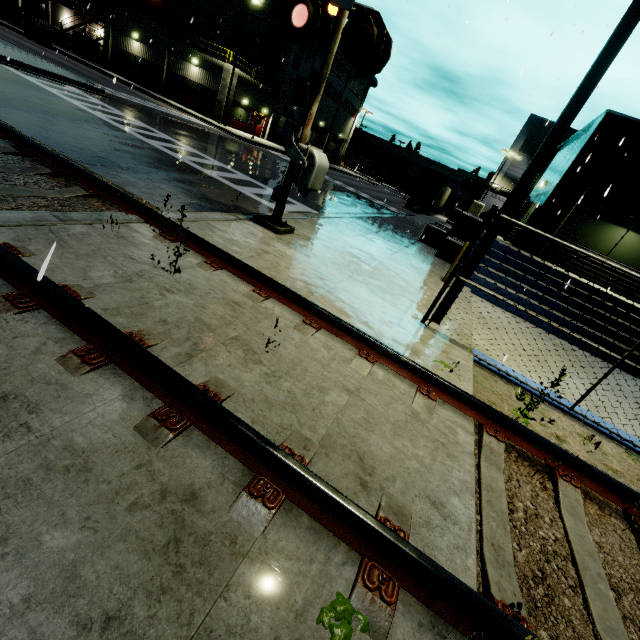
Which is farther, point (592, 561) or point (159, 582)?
point (592, 561)

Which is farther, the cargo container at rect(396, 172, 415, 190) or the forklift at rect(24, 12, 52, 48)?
the cargo container at rect(396, 172, 415, 190)

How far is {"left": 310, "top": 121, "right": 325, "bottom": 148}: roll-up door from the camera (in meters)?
46.72

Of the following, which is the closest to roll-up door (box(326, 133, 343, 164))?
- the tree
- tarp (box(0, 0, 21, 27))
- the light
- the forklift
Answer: the forklift

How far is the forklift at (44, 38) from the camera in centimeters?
3124cm

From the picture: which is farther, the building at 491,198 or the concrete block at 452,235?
the building at 491,198

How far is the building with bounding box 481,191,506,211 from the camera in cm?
4397

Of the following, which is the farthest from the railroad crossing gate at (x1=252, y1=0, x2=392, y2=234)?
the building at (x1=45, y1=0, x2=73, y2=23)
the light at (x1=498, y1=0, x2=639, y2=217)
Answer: the light at (x1=498, y1=0, x2=639, y2=217)
